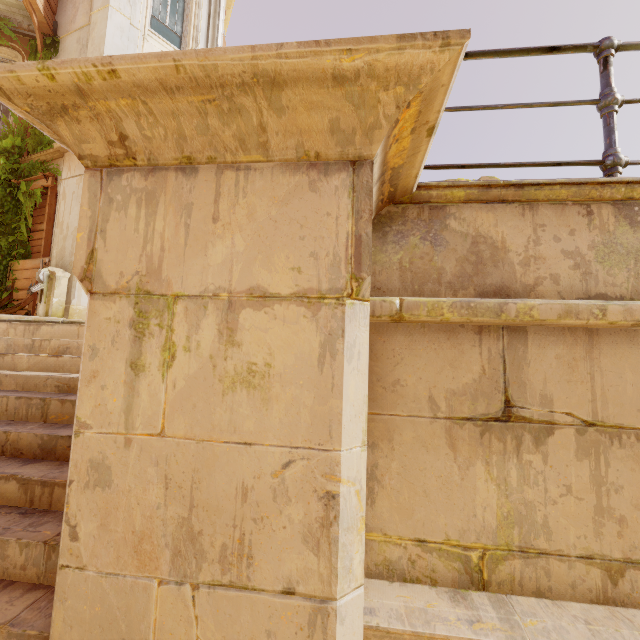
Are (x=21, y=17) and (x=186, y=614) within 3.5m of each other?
no

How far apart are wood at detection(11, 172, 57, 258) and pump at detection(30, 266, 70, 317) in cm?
86

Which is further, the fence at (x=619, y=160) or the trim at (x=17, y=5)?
the trim at (x=17, y=5)

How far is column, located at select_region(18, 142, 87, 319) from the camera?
7.5 meters

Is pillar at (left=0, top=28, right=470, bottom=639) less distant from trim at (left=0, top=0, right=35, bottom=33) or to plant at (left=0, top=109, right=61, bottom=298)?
plant at (left=0, top=109, right=61, bottom=298)

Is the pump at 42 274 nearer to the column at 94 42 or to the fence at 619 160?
the column at 94 42

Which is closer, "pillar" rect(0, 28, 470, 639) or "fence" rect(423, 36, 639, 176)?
"pillar" rect(0, 28, 470, 639)

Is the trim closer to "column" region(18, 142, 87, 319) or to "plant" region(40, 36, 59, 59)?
"plant" region(40, 36, 59, 59)
